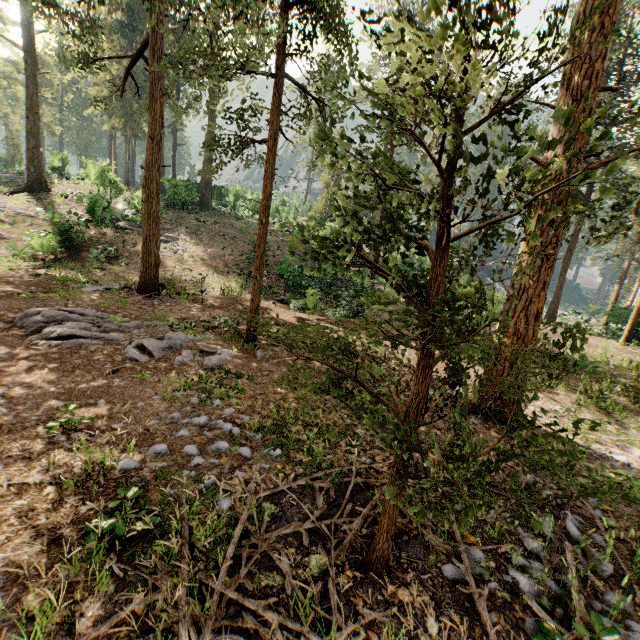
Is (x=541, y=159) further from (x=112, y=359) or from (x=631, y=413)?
(x=112, y=359)

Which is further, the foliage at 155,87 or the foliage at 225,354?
the foliage at 225,354

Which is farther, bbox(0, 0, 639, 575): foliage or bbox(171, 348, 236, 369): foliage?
bbox(171, 348, 236, 369): foliage

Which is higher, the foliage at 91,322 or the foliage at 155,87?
the foliage at 155,87

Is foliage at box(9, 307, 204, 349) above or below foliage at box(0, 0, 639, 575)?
below

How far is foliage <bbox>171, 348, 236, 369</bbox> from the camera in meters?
8.4
